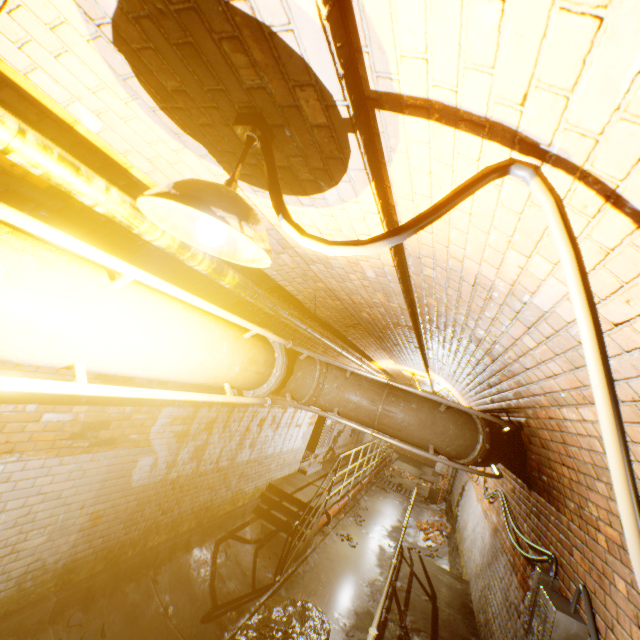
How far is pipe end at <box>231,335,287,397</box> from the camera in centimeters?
258cm

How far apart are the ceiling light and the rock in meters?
4.7

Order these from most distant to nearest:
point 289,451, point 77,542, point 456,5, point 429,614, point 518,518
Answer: point 289,451, point 429,614, point 518,518, point 77,542, point 456,5

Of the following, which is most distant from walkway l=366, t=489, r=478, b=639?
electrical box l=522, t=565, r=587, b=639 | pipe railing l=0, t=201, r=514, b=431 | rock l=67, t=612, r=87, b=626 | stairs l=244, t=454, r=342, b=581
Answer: rock l=67, t=612, r=87, b=626

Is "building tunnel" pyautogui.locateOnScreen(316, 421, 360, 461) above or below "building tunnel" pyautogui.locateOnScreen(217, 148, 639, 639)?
below

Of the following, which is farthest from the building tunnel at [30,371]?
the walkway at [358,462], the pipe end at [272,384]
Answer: the pipe end at [272,384]

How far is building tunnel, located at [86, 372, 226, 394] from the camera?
3.15m

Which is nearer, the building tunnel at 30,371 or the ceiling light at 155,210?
the ceiling light at 155,210
